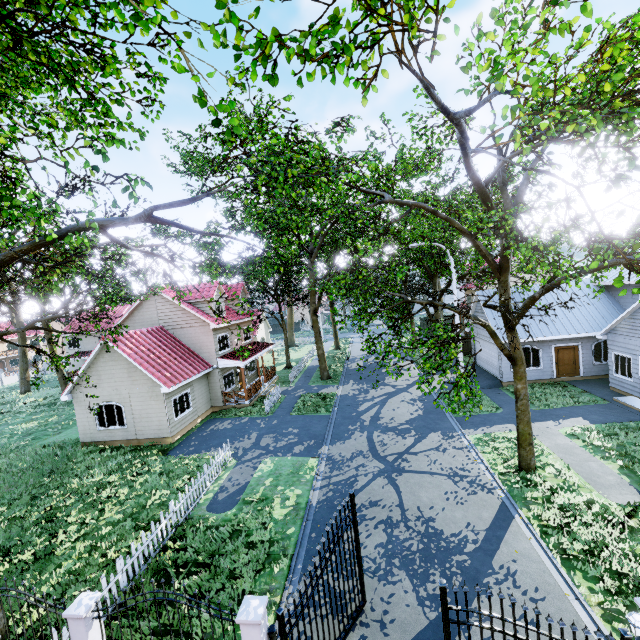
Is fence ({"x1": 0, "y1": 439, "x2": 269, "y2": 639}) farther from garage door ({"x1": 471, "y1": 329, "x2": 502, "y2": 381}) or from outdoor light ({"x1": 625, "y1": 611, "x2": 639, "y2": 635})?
garage door ({"x1": 471, "y1": 329, "x2": 502, "y2": 381})

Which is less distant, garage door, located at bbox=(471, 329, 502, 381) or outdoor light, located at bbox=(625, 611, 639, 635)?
outdoor light, located at bbox=(625, 611, 639, 635)

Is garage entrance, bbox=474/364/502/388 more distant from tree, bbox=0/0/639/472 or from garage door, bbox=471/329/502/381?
tree, bbox=0/0/639/472

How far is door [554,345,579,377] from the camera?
20.97m

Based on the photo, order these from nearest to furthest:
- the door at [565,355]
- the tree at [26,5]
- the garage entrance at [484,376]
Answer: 1. the tree at [26,5]
2. the door at [565,355]
3. the garage entrance at [484,376]

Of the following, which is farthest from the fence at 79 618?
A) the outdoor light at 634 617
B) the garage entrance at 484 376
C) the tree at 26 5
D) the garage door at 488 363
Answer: the garage door at 488 363

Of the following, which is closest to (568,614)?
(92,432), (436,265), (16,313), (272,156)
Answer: (272,156)

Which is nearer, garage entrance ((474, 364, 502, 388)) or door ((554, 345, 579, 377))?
door ((554, 345, 579, 377))
